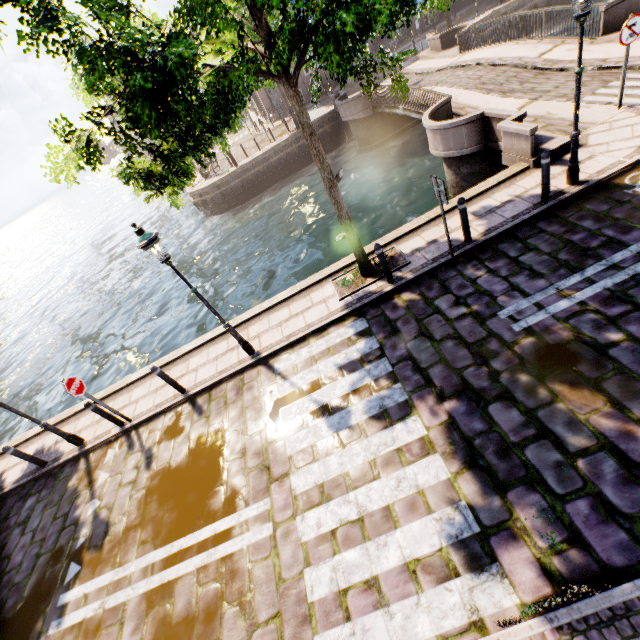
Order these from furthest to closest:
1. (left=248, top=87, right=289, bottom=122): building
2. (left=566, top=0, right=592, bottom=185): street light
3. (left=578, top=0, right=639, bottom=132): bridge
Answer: (left=248, top=87, right=289, bottom=122): building
(left=578, top=0, right=639, bottom=132): bridge
(left=566, top=0, right=592, bottom=185): street light

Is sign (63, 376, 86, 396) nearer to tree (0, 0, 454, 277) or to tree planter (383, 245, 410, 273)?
tree (0, 0, 454, 277)

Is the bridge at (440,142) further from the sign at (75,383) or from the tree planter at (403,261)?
the sign at (75,383)

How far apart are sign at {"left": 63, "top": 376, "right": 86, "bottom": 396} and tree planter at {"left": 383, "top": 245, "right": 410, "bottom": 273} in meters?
6.5

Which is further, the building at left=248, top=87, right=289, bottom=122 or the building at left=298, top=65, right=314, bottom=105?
the building at left=248, top=87, right=289, bottom=122

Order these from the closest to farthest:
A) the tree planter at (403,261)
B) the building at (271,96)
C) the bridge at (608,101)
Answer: the tree planter at (403,261)
the bridge at (608,101)
the building at (271,96)

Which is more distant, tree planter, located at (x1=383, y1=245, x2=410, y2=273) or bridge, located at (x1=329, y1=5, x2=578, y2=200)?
bridge, located at (x1=329, y1=5, x2=578, y2=200)

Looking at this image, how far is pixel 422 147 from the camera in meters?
18.4
